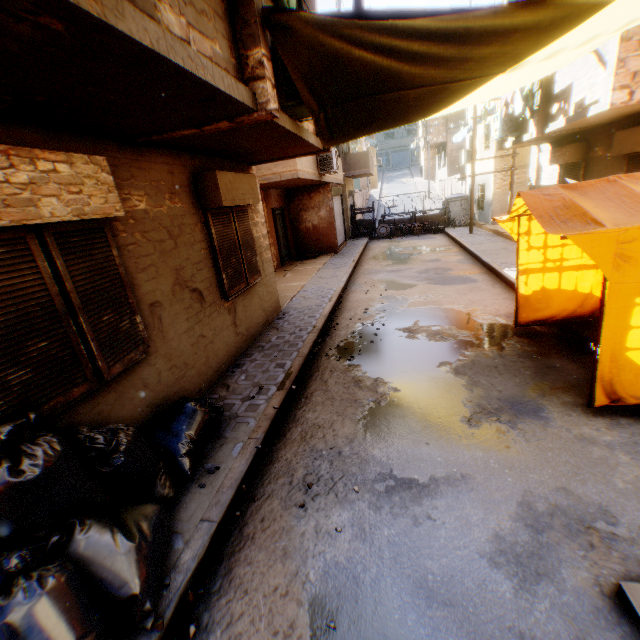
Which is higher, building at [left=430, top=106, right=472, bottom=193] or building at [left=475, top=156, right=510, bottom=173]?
building at [left=430, top=106, right=472, bottom=193]

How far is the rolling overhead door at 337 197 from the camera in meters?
16.6 m

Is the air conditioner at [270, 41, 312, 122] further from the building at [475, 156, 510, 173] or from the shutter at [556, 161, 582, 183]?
the shutter at [556, 161, 582, 183]

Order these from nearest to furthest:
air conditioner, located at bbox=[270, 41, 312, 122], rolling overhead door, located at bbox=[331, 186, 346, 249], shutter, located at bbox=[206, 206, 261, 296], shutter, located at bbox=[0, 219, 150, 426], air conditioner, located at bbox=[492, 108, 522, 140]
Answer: shutter, located at bbox=[0, 219, 150, 426]
air conditioner, located at bbox=[270, 41, 312, 122]
shutter, located at bbox=[206, 206, 261, 296]
air conditioner, located at bbox=[492, 108, 522, 140]
rolling overhead door, located at bbox=[331, 186, 346, 249]

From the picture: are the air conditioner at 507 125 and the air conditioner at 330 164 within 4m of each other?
no

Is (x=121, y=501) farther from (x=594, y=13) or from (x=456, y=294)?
(x=456, y=294)

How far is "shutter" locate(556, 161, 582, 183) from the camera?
10.5m

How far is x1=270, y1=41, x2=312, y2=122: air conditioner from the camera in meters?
4.4
